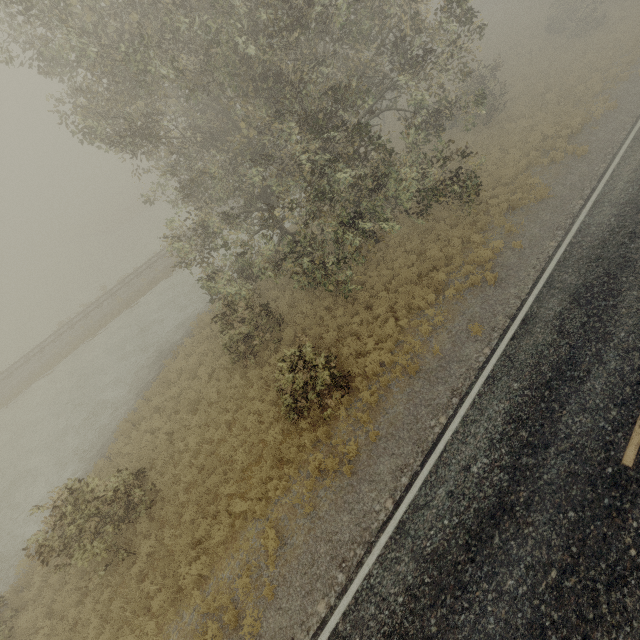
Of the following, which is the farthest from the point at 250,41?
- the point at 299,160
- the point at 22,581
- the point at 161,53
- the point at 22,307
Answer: the point at 22,307
